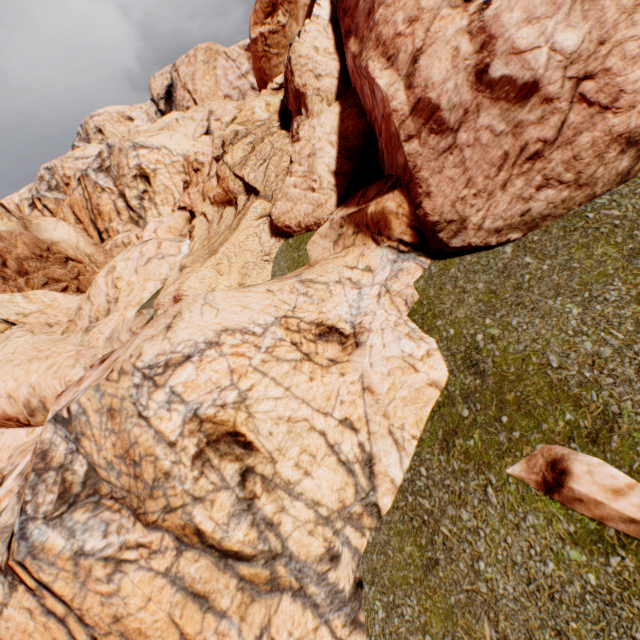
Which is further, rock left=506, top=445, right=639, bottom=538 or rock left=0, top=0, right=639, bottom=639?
rock left=0, top=0, right=639, bottom=639

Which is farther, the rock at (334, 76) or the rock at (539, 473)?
the rock at (334, 76)

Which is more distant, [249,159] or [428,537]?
[249,159]
